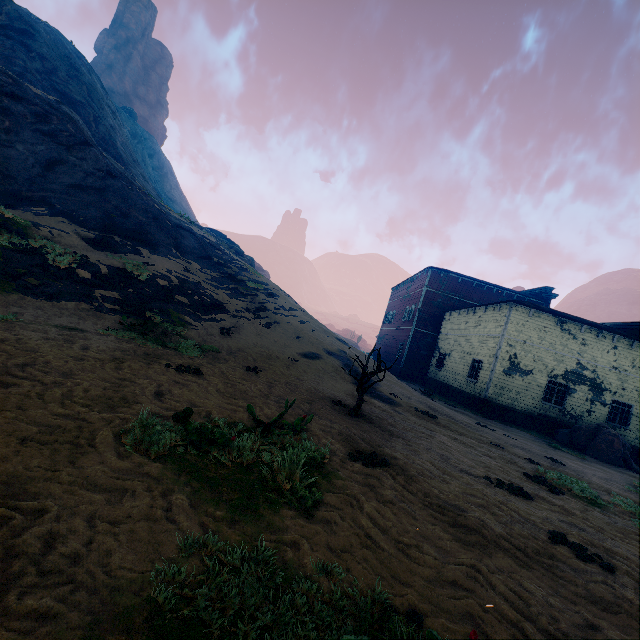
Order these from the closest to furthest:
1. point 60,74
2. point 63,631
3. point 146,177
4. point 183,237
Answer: point 63,631
point 183,237
point 60,74
point 146,177

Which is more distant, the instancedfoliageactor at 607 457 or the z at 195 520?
the instancedfoliageactor at 607 457

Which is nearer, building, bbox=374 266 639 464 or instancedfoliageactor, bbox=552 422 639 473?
instancedfoliageactor, bbox=552 422 639 473

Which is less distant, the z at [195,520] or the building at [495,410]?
the z at [195,520]

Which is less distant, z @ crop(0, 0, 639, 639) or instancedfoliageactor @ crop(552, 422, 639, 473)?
z @ crop(0, 0, 639, 639)

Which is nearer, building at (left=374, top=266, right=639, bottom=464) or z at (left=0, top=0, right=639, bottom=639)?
z at (left=0, top=0, right=639, bottom=639)

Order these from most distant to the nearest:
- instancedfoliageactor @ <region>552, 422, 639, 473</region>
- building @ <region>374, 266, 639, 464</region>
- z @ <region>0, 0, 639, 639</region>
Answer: building @ <region>374, 266, 639, 464</region>, instancedfoliageactor @ <region>552, 422, 639, 473</region>, z @ <region>0, 0, 639, 639</region>
